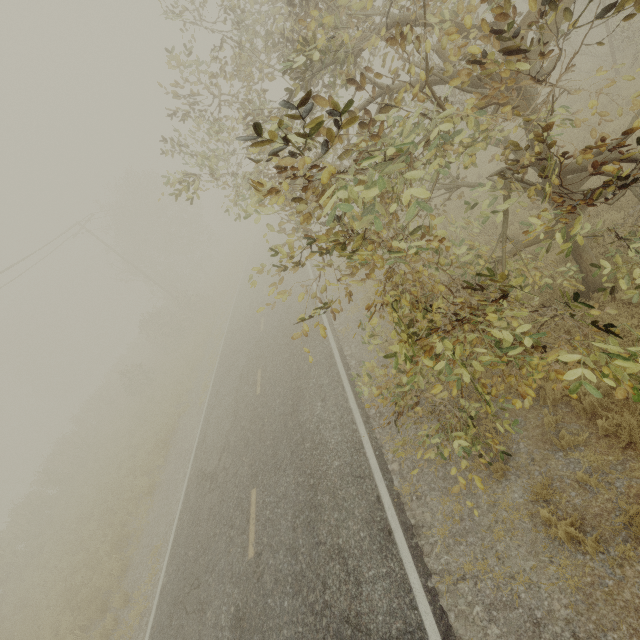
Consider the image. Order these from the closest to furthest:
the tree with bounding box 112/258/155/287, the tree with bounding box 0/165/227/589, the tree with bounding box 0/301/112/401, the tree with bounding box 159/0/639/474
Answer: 1. the tree with bounding box 159/0/639/474
2. the tree with bounding box 0/165/227/589
3. the tree with bounding box 112/258/155/287
4. the tree with bounding box 0/301/112/401

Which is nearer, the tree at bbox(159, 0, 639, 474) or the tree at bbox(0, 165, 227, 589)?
the tree at bbox(159, 0, 639, 474)

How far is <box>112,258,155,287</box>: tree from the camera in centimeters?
3011cm

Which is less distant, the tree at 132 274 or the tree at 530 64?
the tree at 530 64

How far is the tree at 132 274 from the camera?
30.1m

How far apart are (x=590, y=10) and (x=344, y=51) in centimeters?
1979cm
